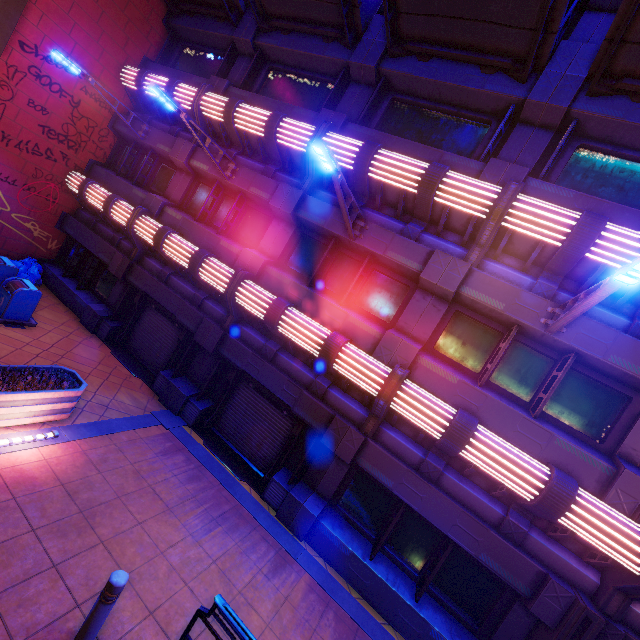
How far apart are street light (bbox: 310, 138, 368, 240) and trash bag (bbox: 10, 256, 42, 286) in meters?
12.3 m

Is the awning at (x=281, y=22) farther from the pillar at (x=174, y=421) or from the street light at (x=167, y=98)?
the pillar at (x=174, y=421)

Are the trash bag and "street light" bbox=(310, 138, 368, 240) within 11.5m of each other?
no

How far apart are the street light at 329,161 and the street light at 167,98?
4.53m

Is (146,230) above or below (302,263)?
below

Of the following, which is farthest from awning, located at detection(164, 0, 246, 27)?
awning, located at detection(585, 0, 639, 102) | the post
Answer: the post

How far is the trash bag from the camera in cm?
1211

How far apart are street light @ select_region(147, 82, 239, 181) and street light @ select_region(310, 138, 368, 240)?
4.5 meters
